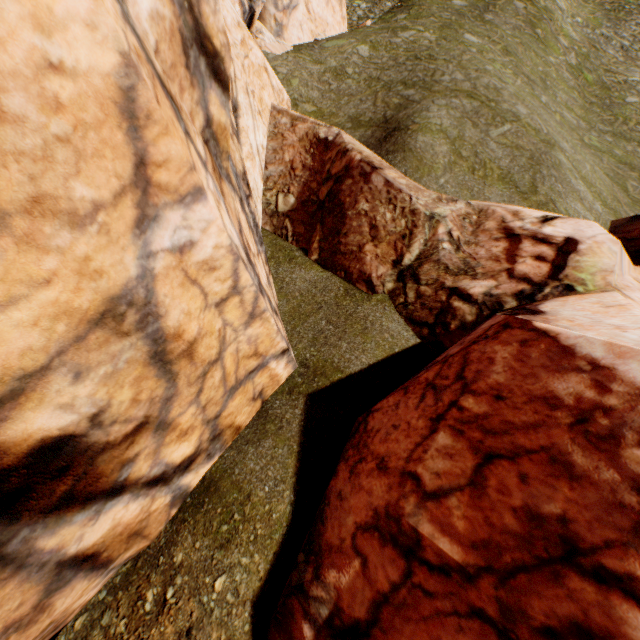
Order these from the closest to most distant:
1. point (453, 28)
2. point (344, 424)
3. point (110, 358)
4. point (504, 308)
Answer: point (110, 358), point (344, 424), point (504, 308), point (453, 28)
